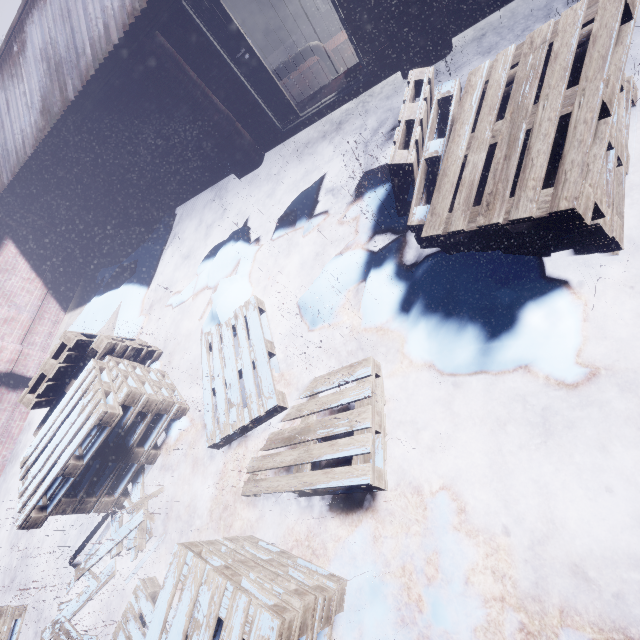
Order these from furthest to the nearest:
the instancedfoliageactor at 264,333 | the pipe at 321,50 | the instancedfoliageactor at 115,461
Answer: the pipe at 321,50 < the instancedfoliageactor at 115,461 < the instancedfoliageactor at 264,333

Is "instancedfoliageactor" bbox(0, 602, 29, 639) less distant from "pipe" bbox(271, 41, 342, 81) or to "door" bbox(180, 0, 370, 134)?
"door" bbox(180, 0, 370, 134)

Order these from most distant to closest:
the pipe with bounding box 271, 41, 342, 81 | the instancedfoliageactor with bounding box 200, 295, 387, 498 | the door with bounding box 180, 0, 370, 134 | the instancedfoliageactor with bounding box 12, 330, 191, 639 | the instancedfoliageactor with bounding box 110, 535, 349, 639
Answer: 1. the pipe with bounding box 271, 41, 342, 81
2. the door with bounding box 180, 0, 370, 134
3. the instancedfoliageactor with bounding box 12, 330, 191, 639
4. the instancedfoliageactor with bounding box 200, 295, 387, 498
5. the instancedfoliageactor with bounding box 110, 535, 349, 639

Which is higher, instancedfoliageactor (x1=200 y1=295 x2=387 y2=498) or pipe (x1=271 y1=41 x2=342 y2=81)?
pipe (x1=271 y1=41 x2=342 y2=81)

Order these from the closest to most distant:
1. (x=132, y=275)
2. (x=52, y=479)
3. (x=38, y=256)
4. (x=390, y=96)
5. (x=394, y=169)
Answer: (x=394, y=169)
(x=52, y=479)
(x=390, y=96)
(x=132, y=275)
(x=38, y=256)

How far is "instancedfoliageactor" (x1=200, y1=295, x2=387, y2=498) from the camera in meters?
2.3

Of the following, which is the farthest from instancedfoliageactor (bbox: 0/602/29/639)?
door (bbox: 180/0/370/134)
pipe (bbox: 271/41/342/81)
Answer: pipe (bbox: 271/41/342/81)

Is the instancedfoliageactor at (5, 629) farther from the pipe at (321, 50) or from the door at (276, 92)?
the pipe at (321, 50)
